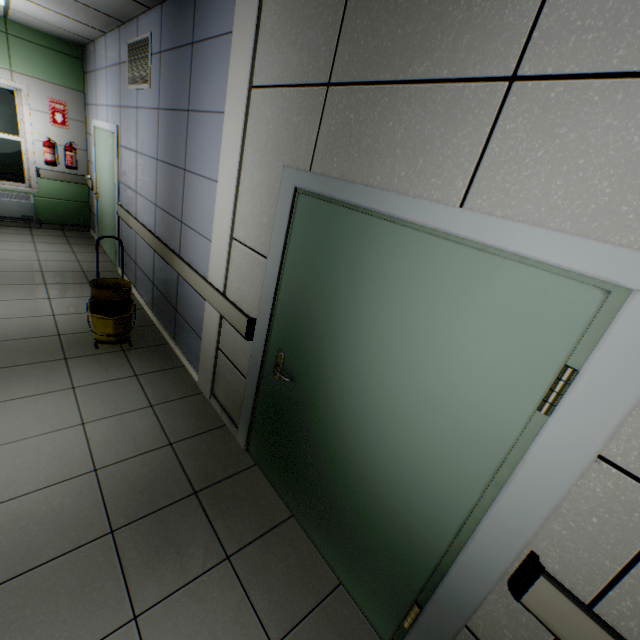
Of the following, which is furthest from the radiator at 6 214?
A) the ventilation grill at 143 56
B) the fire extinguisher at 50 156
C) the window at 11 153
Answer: the ventilation grill at 143 56

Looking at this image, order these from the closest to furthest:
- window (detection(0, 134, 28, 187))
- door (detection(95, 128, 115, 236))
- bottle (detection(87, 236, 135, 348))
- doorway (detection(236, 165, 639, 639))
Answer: doorway (detection(236, 165, 639, 639)) < bottle (detection(87, 236, 135, 348)) < door (detection(95, 128, 115, 236)) < window (detection(0, 134, 28, 187))

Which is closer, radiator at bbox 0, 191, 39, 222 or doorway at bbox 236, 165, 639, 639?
doorway at bbox 236, 165, 639, 639

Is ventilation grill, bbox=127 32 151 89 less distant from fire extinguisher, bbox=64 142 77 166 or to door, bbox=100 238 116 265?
door, bbox=100 238 116 265

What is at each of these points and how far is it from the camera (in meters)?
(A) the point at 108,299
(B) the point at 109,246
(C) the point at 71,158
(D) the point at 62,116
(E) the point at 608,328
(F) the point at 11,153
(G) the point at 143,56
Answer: (A) bottle, 3.51
(B) door, 5.75
(C) fire extinguisher, 6.11
(D) sign, 5.91
(E) doorway, 0.92
(F) window, 5.81
(G) ventilation grill, 3.51

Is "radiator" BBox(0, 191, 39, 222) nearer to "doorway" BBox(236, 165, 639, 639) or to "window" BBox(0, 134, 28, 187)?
"window" BBox(0, 134, 28, 187)

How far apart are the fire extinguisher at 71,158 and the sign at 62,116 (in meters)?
0.39

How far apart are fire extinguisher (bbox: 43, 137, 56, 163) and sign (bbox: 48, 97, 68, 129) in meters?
0.4
